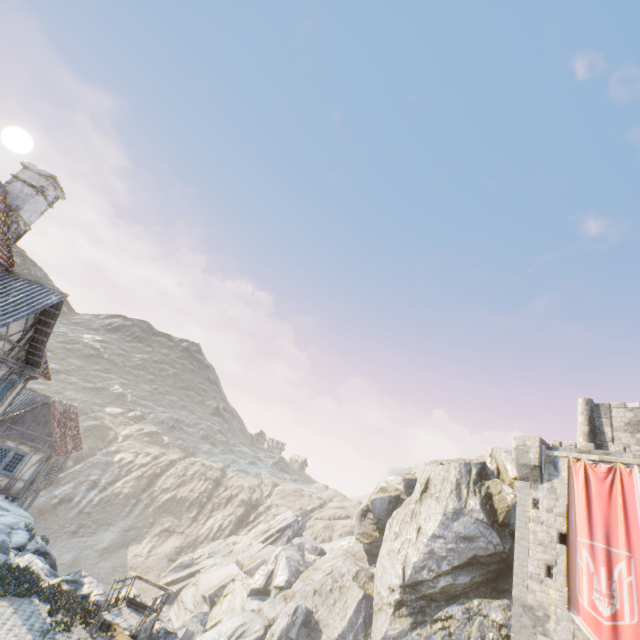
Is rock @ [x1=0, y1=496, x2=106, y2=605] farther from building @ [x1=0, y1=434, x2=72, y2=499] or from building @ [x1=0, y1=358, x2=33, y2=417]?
building @ [x1=0, y1=358, x2=33, y2=417]

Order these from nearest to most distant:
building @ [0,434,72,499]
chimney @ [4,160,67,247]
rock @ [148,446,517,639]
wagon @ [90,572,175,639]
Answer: wagon @ [90,572,175,639], chimney @ [4,160,67,247], building @ [0,434,72,499], rock @ [148,446,517,639]

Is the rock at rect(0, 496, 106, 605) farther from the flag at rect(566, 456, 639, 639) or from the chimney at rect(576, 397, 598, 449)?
the flag at rect(566, 456, 639, 639)

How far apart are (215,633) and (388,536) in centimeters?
1636cm

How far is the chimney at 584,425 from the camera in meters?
23.9

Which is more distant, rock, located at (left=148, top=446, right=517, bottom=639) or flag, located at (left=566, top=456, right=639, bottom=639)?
rock, located at (left=148, top=446, right=517, bottom=639)

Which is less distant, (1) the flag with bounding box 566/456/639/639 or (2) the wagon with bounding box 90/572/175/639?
(2) the wagon with bounding box 90/572/175/639

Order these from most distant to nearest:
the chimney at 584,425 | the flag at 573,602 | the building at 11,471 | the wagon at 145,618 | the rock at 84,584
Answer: the chimney at 584,425
the building at 11,471
the flag at 573,602
the rock at 84,584
the wagon at 145,618
